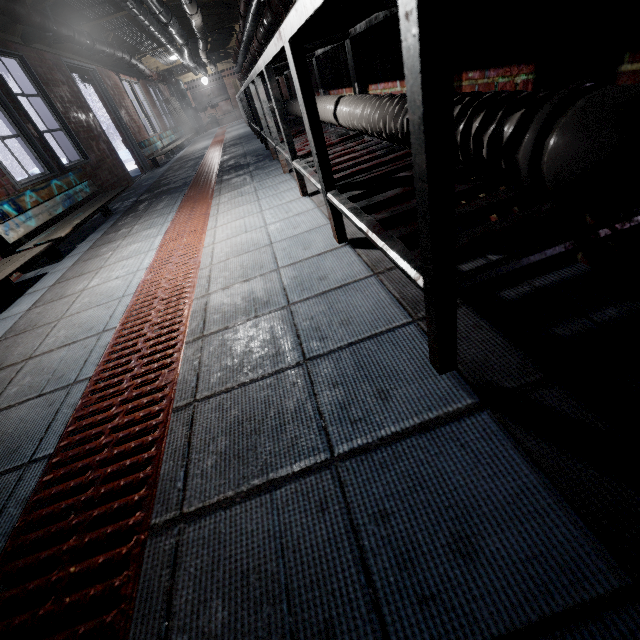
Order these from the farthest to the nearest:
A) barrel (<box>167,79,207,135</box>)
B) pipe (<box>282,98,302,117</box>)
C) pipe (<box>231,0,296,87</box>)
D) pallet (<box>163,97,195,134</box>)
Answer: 1. barrel (<box>167,79,207,135</box>)
2. pallet (<box>163,97,195,134</box>)
3. pipe (<box>282,98,302,117</box>)
4. pipe (<box>231,0,296,87</box>)

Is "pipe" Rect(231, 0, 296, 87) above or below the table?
above

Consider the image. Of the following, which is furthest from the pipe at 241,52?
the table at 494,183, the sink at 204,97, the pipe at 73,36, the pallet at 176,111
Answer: the sink at 204,97

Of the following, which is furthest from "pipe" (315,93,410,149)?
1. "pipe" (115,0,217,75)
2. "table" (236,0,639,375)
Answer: "pipe" (115,0,217,75)

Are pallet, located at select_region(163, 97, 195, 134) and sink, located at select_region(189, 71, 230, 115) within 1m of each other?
no

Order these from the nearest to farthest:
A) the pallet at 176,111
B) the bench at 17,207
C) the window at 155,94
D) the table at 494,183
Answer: the table at 494,183 → the bench at 17,207 → the window at 155,94 → the pallet at 176,111

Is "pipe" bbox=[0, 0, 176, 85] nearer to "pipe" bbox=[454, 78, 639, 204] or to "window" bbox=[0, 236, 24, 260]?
"window" bbox=[0, 236, 24, 260]

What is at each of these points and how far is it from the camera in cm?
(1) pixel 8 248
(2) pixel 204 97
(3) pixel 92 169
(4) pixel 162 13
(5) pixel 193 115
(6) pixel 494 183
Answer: (1) window, 286
(2) sink, 1504
(3) window, 485
(4) pipe, 405
(5) barrel, 1379
(6) table, 107
